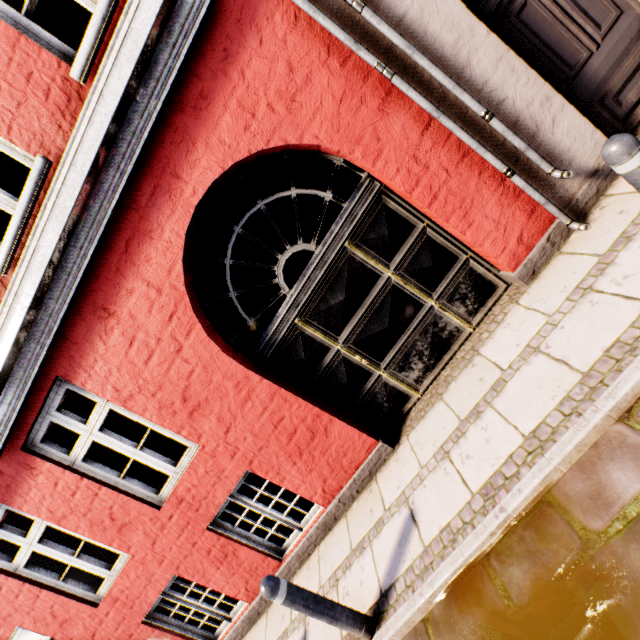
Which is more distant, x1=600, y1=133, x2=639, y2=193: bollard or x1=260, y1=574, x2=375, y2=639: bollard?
x1=260, y1=574, x2=375, y2=639: bollard

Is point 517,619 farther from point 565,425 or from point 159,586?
point 159,586

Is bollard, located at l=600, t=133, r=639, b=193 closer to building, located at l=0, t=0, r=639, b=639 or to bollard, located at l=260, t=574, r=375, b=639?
building, located at l=0, t=0, r=639, b=639

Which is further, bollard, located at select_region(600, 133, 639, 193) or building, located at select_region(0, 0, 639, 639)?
building, located at select_region(0, 0, 639, 639)

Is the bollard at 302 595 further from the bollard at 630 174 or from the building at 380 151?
the bollard at 630 174

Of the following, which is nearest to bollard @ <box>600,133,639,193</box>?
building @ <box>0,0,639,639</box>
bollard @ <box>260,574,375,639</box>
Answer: building @ <box>0,0,639,639</box>
